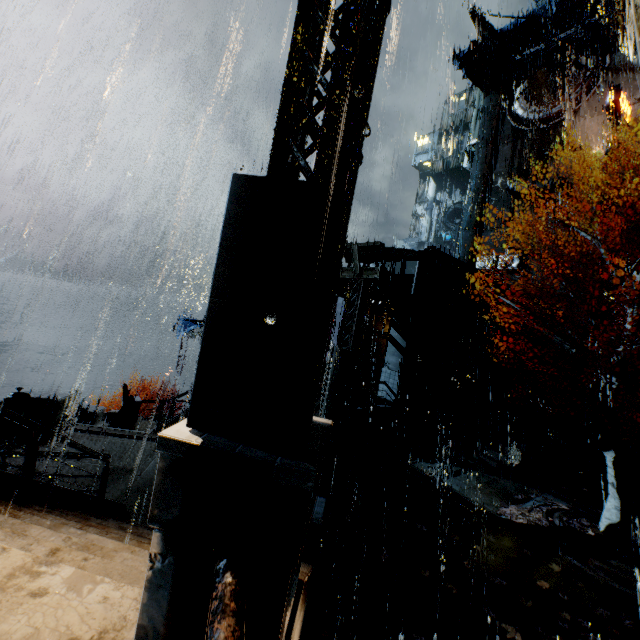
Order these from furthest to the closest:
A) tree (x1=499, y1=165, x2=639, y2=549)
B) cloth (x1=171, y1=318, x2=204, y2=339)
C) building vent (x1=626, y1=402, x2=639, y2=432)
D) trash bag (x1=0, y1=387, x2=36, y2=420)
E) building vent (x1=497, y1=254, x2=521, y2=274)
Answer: building vent (x1=497, y1=254, x2=521, y2=274)
cloth (x1=171, y1=318, x2=204, y2=339)
building vent (x1=626, y1=402, x2=639, y2=432)
trash bag (x1=0, y1=387, x2=36, y2=420)
tree (x1=499, y1=165, x2=639, y2=549)

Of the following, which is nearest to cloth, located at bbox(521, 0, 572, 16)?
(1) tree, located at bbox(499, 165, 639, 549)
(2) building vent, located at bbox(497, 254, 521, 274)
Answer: (2) building vent, located at bbox(497, 254, 521, 274)

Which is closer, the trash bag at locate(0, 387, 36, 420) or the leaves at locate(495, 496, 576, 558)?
the leaves at locate(495, 496, 576, 558)

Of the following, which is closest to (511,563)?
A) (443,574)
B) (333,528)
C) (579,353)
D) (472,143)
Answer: (443,574)

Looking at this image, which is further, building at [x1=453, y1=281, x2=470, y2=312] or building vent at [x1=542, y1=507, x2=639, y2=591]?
building at [x1=453, y1=281, x2=470, y2=312]

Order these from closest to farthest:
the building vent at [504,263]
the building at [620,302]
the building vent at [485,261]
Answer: the building at [620,302] < the building vent at [504,263] < the building vent at [485,261]

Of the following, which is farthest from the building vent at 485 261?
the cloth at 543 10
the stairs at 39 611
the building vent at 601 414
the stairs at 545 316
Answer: the stairs at 39 611

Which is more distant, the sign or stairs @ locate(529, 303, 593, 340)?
the sign
